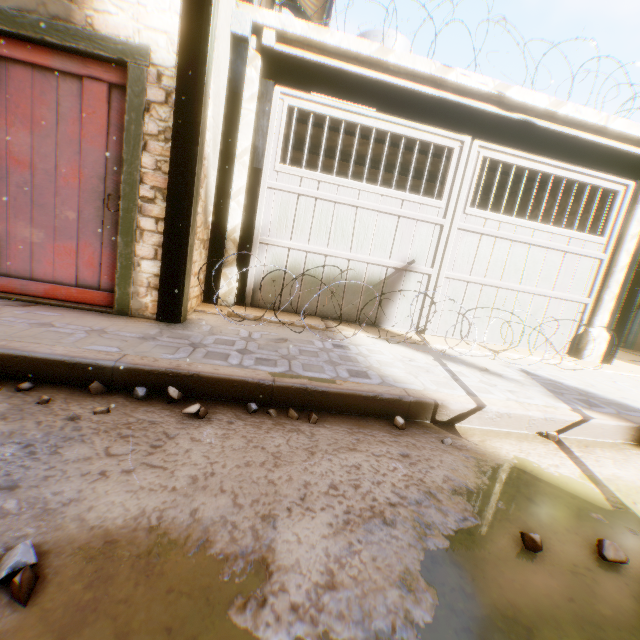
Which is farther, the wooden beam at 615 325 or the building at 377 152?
the building at 377 152

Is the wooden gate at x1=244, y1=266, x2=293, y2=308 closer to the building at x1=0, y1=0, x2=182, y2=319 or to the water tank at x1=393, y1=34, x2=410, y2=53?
the building at x1=0, y1=0, x2=182, y2=319

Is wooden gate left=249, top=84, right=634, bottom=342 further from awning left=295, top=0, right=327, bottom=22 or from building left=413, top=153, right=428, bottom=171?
awning left=295, top=0, right=327, bottom=22

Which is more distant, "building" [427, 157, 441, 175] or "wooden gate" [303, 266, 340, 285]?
"building" [427, 157, 441, 175]

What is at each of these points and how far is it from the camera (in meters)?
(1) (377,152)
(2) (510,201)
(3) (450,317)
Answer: (1) building, 7.47
(2) building, 8.09
(3) wooden gate, 5.34

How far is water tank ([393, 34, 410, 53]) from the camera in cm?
764

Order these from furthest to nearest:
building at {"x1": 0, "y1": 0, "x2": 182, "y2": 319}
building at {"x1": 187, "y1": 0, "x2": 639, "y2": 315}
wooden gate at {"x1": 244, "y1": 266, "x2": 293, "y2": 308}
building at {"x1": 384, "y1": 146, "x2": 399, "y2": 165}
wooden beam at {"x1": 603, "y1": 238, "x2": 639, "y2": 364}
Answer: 1. building at {"x1": 384, "y1": 146, "x2": 399, "y2": 165}
2. wooden beam at {"x1": 603, "y1": 238, "x2": 639, "y2": 364}
3. wooden gate at {"x1": 244, "y1": 266, "x2": 293, "y2": 308}
4. building at {"x1": 187, "y1": 0, "x2": 639, "y2": 315}
5. building at {"x1": 0, "y1": 0, "x2": 182, "y2": 319}
